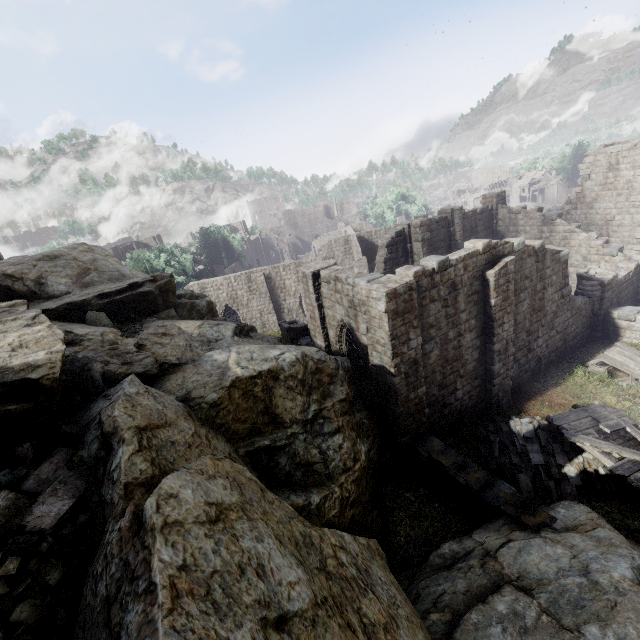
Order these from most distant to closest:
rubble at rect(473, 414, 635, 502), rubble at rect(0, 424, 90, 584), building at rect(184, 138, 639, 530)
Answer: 1. building at rect(184, 138, 639, 530)
2. rubble at rect(473, 414, 635, 502)
3. rubble at rect(0, 424, 90, 584)

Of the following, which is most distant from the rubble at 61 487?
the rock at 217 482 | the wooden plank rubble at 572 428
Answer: the wooden plank rubble at 572 428

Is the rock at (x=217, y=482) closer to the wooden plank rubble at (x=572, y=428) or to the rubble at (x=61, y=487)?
the rubble at (x=61, y=487)

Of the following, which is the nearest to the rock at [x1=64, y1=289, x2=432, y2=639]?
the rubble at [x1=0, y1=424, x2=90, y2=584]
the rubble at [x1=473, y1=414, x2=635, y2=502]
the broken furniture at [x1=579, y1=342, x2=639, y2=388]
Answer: the rubble at [x1=0, y1=424, x2=90, y2=584]

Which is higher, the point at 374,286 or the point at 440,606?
the point at 374,286

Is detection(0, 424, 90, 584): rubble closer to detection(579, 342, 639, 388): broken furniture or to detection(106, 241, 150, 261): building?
detection(106, 241, 150, 261): building

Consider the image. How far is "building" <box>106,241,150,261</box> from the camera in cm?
4622

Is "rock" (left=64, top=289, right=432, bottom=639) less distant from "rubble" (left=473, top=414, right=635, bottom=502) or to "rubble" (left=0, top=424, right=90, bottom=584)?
"rubble" (left=0, top=424, right=90, bottom=584)
